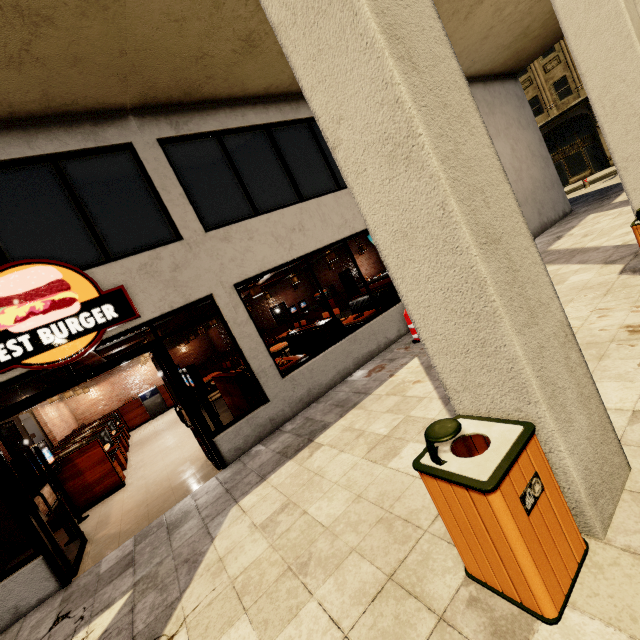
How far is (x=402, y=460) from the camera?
3.25m

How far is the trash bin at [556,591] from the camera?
1.52m

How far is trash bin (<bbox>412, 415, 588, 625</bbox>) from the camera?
1.52m
